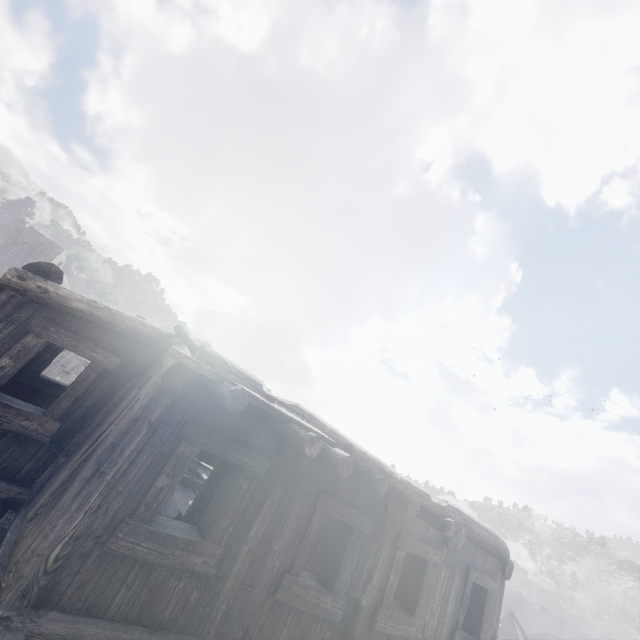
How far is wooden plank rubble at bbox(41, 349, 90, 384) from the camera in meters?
17.5 m

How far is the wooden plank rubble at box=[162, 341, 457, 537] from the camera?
3.38m

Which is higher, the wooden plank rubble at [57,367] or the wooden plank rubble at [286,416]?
the wooden plank rubble at [286,416]

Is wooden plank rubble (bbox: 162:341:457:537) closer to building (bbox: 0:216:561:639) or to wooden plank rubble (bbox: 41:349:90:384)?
building (bbox: 0:216:561:639)

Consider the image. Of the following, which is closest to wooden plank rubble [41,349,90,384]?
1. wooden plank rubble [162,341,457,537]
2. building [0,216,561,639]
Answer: building [0,216,561,639]

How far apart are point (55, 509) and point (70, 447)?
2.0 meters

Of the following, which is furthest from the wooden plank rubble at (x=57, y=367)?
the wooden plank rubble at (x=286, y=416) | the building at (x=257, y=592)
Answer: the wooden plank rubble at (x=286, y=416)
